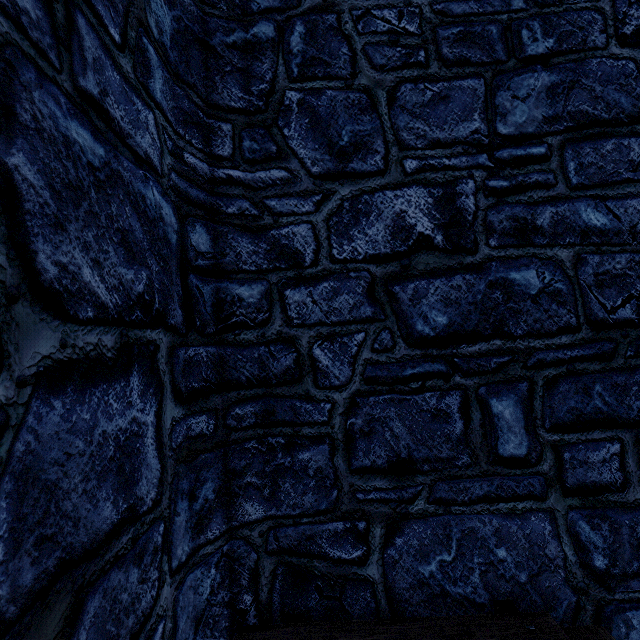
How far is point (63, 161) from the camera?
1.1m
